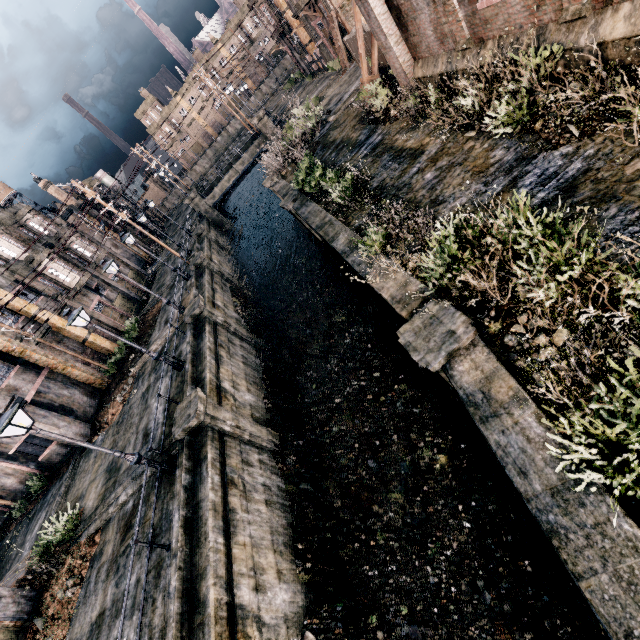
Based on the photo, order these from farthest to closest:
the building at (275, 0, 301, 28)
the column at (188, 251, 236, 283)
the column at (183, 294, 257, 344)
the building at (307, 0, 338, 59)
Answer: the building at (275, 0, 301, 28)
the building at (307, 0, 338, 59)
the column at (188, 251, 236, 283)
the column at (183, 294, 257, 344)

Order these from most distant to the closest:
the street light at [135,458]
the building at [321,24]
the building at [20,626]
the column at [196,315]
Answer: the building at [321,24]
the column at [196,315]
the building at [20,626]
the street light at [135,458]

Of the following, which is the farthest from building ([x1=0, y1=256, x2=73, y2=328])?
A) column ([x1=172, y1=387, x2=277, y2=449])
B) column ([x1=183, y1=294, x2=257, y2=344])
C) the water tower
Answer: the water tower

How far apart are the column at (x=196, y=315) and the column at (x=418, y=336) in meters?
14.8

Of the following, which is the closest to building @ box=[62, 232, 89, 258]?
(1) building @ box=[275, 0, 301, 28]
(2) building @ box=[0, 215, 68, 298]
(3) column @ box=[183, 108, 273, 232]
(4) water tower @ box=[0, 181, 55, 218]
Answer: (2) building @ box=[0, 215, 68, 298]

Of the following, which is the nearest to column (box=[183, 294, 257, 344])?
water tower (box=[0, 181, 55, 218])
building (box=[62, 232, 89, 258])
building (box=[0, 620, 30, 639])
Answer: building (box=[0, 620, 30, 639])

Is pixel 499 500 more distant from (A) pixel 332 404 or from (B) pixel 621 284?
(A) pixel 332 404

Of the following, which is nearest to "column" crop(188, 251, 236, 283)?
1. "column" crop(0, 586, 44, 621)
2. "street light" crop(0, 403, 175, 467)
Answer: "street light" crop(0, 403, 175, 467)
